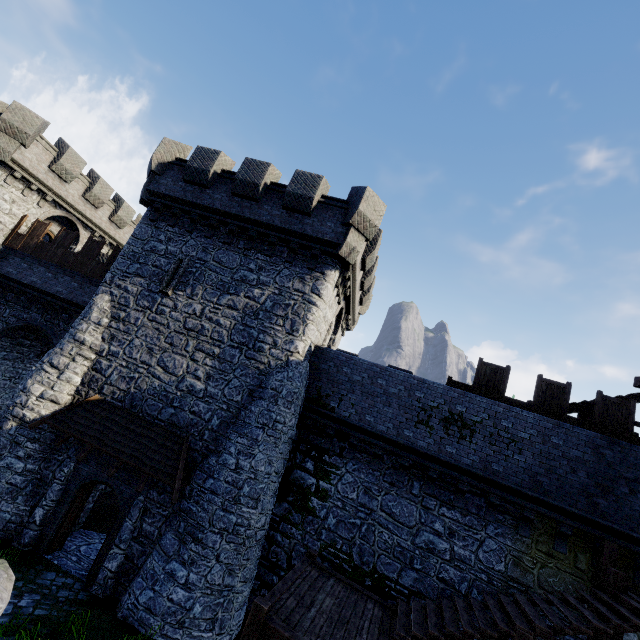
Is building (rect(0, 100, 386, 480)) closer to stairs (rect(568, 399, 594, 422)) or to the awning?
the awning

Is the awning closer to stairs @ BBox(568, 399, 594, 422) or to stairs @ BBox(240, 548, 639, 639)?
stairs @ BBox(240, 548, 639, 639)

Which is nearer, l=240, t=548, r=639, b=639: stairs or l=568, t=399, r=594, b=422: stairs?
l=240, t=548, r=639, b=639: stairs

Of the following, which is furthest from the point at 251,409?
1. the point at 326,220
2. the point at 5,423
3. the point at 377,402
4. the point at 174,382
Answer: the point at 5,423

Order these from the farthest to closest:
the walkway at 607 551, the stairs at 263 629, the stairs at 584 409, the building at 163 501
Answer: the stairs at 584 409 → the building at 163 501 → the walkway at 607 551 → the stairs at 263 629

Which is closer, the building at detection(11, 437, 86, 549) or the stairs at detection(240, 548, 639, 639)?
the stairs at detection(240, 548, 639, 639)

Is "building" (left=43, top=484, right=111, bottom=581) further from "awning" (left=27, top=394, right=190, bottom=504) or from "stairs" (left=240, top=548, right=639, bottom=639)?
"stairs" (left=240, top=548, right=639, bottom=639)

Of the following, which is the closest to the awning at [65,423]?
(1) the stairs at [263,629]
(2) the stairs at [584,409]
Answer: (1) the stairs at [263,629]
